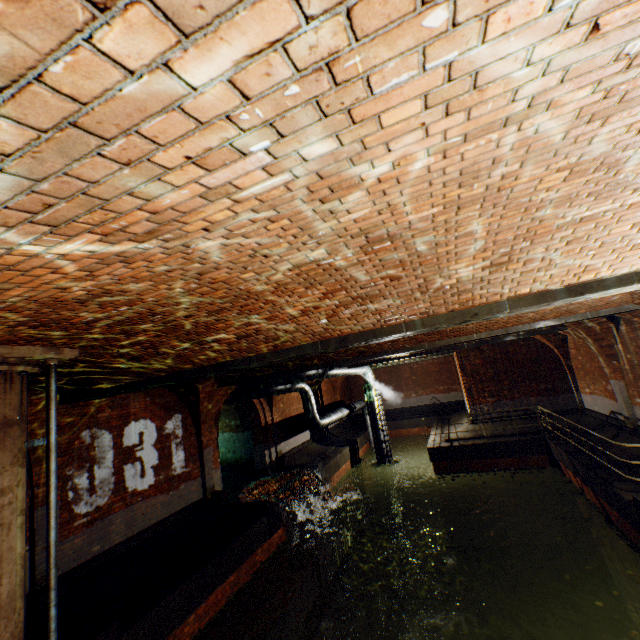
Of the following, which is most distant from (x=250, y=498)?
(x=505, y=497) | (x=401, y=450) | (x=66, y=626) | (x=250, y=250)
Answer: (x=401, y=450)

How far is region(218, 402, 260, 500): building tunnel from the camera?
14.8 meters

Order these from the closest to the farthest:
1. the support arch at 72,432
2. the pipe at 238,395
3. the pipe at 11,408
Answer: the pipe at 11,408 → the support arch at 72,432 → the pipe at 238,395

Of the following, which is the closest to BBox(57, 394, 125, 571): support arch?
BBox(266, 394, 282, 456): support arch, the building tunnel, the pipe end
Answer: the building tunnel

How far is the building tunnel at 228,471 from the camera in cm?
1475

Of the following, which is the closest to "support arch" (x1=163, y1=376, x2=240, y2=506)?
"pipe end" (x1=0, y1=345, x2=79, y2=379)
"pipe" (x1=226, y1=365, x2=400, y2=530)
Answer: "pipe" (x1=226, y1=365, x2=400, y2=530)

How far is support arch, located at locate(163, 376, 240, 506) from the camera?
10.7 meters

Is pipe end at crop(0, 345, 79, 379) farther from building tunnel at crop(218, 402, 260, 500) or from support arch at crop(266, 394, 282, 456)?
support arch at crop(266, 394, 282, 456)
